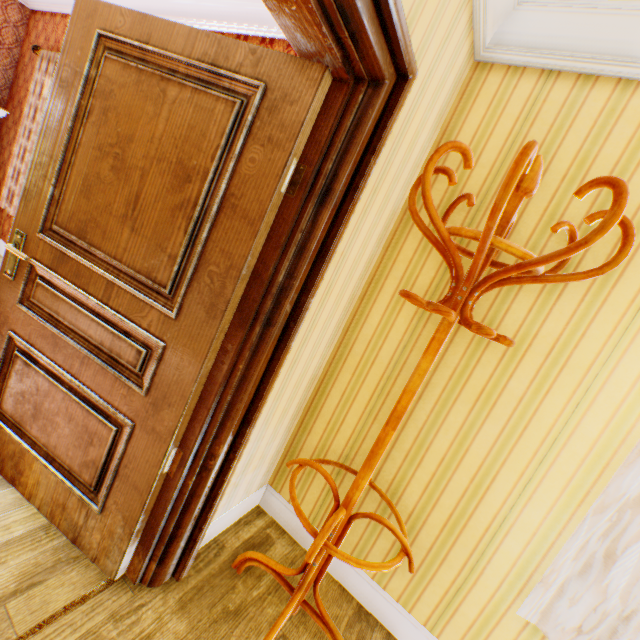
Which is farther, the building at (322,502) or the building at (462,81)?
the building at (322,502)

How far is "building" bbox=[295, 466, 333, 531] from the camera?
1.99m

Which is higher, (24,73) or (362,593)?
(24,73)

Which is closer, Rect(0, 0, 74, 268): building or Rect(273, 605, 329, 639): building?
Rect(273, 605, 329, 639): building

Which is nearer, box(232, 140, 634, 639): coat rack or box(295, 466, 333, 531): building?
box(232, 140, 634, 639): coat rack

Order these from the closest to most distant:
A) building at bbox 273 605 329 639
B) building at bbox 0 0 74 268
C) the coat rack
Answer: the coat rack, building at bbox 273 605 329 639, building at bbox 0 0 74 268

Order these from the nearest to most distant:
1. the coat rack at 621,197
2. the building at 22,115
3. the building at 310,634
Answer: the coat rack at 621,197
the building at 310,634
the building at 22,115
